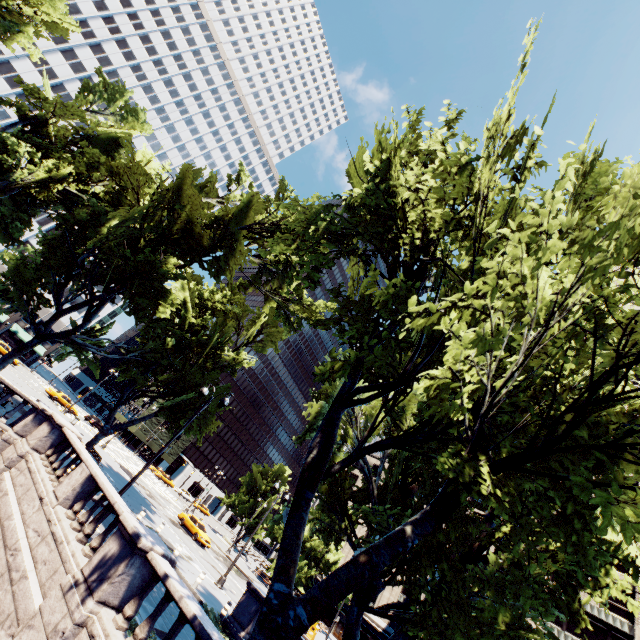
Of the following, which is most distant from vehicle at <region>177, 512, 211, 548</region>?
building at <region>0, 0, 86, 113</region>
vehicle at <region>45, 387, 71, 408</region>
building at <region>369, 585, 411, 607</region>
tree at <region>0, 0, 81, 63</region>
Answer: building at <region>0, 0, 86, 113</region>

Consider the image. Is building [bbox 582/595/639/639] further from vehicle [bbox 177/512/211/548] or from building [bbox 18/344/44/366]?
building [bbox 18/344/44/366]

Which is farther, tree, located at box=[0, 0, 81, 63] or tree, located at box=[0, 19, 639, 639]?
tree, located at box=[0, 0, 81, 63]

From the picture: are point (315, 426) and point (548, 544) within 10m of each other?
no

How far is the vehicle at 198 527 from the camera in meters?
32.1 m

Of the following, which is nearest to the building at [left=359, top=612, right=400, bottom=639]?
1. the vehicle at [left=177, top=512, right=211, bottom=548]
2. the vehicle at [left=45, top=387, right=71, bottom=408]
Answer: the vehicle at [left=177, top=512, right=211, bottom=548]

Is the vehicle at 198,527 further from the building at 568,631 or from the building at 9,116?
the building at 9,116

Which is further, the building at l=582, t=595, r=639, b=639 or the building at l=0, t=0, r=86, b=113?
the building at l=0, t=0, r=86, b=113
